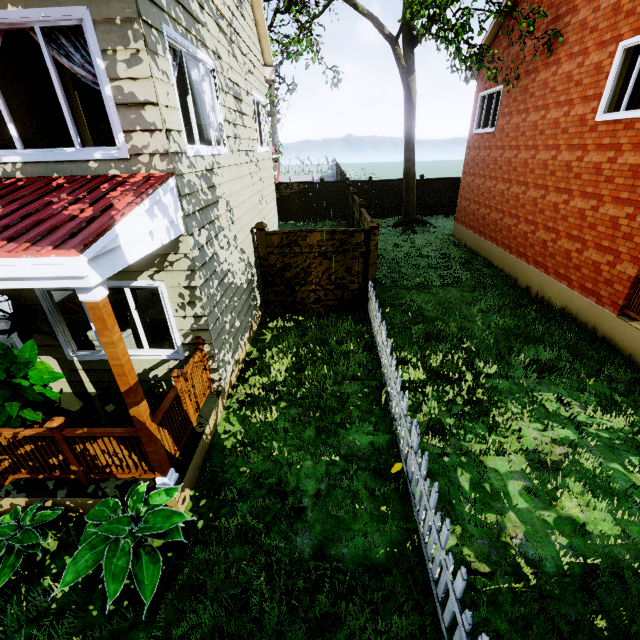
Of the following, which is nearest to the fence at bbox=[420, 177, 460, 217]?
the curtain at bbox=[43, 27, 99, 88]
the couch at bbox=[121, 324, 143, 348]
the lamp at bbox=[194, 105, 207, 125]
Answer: the lamp at bbox=[194, 105, 207, 125]

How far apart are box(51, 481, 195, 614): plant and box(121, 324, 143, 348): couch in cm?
281

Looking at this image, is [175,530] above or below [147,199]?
below

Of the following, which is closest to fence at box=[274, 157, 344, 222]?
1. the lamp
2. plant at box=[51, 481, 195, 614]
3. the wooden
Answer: plant at box=[51, 481, 195, 614]

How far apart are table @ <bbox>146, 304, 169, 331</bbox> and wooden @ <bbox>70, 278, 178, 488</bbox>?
4.2m

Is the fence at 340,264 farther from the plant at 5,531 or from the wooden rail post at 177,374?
the wooden rail post at 177,374

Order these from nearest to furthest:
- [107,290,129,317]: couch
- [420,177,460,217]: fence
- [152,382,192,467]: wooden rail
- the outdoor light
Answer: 1. [152,382,192,467]: wooden rail
2. the outdoor light
3. [107,290,129,317]: couch
4. [420,177,460,217]: fence

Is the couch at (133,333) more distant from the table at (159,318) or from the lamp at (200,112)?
the lamp at (200,112)
